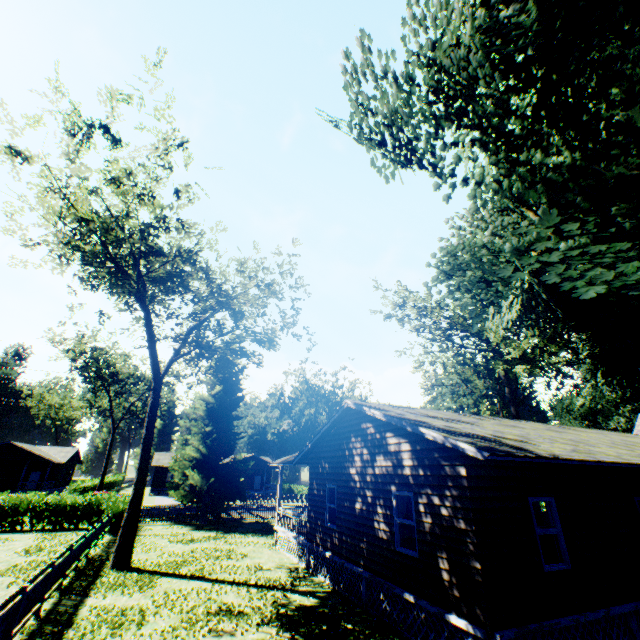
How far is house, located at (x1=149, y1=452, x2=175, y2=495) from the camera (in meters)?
52.56

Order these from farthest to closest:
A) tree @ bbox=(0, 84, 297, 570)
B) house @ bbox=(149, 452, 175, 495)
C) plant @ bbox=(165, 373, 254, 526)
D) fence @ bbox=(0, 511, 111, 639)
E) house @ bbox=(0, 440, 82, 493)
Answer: house @ bbox=(149, 452, 175, 495) < house @ bbox=(0, 440, 82, 493) < plant @ bbox=(165, 373, 254, 526) < tree @ bbox=(0, 84, 297, 570) < fence @ bbox=(0, 511, 111, 639)

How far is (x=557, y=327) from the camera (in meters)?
19.06

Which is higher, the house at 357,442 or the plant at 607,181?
the plant at 607,181

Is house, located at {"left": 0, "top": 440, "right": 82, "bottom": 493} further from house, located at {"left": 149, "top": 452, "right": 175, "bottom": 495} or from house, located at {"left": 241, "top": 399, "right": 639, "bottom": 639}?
house, located at {"left": 241, "top": 399, "right": 639, "bottom": 639}

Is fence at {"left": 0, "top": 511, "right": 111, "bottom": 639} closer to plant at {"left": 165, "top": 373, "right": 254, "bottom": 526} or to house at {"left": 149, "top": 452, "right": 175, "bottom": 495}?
plant at {"left": 165, "top": 373, "right": 254, "bottom": 526}

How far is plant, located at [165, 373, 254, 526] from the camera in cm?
2564

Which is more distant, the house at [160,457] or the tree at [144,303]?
the house at [160,457]
